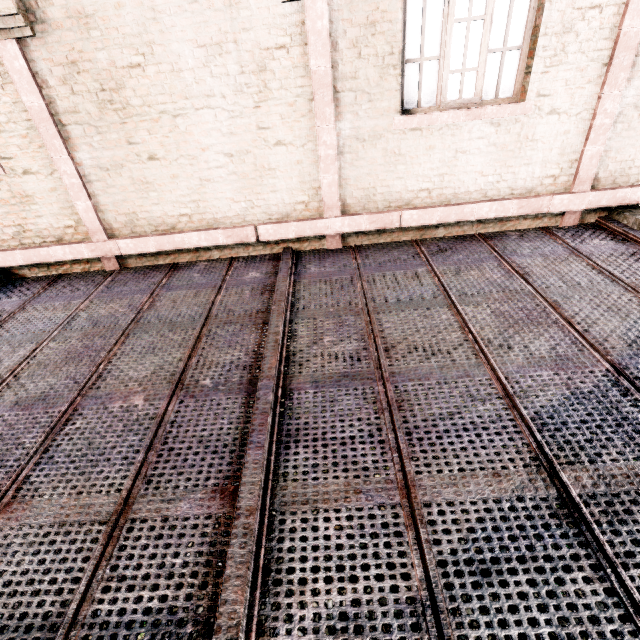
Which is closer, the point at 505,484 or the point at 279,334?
the point at 505,484
